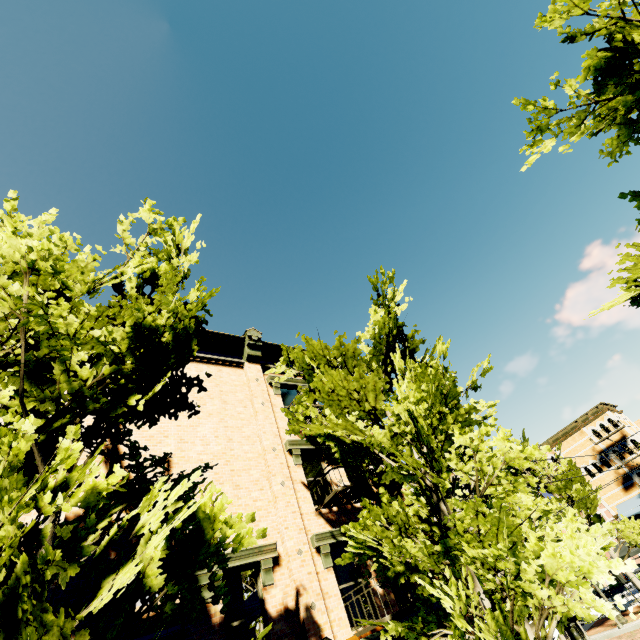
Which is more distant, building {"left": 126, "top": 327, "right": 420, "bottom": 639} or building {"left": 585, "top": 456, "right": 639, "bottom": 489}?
building {"left": 585, "top": 456, "right": 639, "bottom": 489}

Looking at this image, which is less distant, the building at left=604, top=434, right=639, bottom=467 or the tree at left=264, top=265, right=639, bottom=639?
the tree at left=264, top=265, right=639, bottom=639

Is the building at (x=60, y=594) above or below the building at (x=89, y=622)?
above

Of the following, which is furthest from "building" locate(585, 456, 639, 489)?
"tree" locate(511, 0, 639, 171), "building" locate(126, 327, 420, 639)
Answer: "building" locate(126, 327, 420, 639)

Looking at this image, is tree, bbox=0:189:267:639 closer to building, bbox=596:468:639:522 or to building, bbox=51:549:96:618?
building, bbox=51:549:96:618

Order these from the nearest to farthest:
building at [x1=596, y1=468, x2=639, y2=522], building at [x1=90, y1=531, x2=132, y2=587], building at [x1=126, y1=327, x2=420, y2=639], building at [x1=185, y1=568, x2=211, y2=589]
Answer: building at [x1=90, y1=531, x2=132, y2=587]
building at [x1=185, y1=568, x2=211, y2=589]
building at [x1=126, y1=327, x2=420, y2=639]
building at [x1=596, y1=468, x2=639, y2=522]

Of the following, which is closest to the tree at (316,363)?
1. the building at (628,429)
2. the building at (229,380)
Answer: the building at (229,380)

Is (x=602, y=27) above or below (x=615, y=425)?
below
